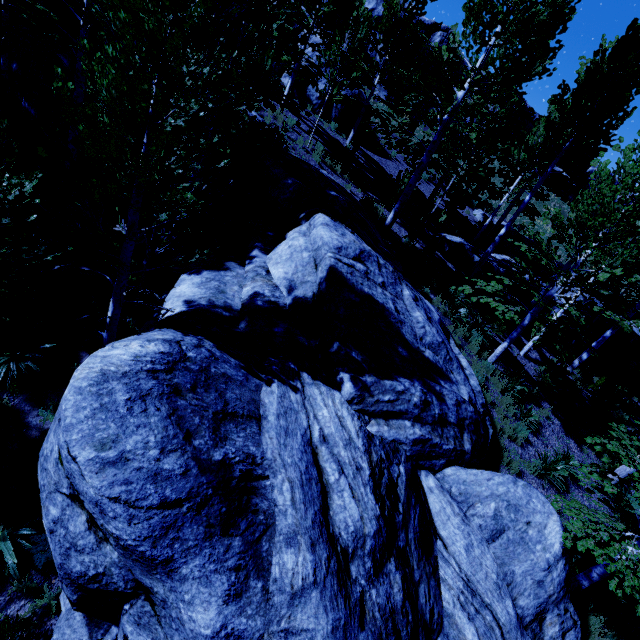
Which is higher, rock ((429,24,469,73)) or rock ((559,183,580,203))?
rock ((429,24,469,73))

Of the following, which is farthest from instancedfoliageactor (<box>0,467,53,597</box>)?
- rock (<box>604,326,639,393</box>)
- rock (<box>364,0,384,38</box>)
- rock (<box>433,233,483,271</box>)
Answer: rock (<box>364,0,384,38</box>)

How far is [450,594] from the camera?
4.9m

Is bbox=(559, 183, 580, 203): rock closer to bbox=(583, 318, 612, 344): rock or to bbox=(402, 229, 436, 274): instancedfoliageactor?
bbox=(402, 229, 436, 274): instancedfoliageactor

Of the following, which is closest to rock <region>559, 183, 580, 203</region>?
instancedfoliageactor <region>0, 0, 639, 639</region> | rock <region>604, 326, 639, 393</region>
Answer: instancedfoliageactor <region>0, 0, 639, 639</region>

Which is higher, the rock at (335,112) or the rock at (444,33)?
the rock at (444,33)

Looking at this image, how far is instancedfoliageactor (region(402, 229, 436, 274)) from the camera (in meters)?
12.15

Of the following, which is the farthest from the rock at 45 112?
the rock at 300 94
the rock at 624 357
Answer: the rock at 624 357
